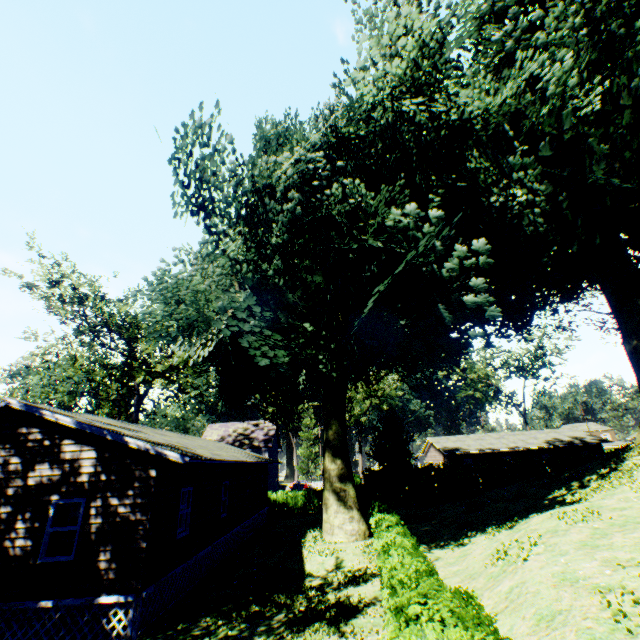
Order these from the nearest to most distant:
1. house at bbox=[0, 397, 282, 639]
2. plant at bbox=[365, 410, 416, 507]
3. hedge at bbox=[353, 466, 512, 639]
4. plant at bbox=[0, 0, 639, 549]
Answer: hedge at bbox=[353, 466, 512, 639] < house at bbox=[0, 397, 282, 639] < plant at bbox=[0, 0, 639, 549] < plant at bbox=[365, 410, 416, 507]

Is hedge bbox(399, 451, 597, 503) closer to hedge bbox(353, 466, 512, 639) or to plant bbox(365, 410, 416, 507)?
hedge bbox(353, 466, 512, 639)

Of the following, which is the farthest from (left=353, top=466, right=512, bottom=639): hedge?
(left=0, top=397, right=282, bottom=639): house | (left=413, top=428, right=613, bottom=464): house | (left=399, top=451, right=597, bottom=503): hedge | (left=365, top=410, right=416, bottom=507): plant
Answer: (left=413, top=428, right=613, bottom=464): house

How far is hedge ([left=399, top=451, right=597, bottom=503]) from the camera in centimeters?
3144cm

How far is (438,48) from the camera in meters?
10.3 m

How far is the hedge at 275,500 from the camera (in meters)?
31.02

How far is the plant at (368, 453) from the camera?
30.55m

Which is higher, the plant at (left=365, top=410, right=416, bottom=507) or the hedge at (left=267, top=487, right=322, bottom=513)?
the plant at (left=365, top=410, right=416, bottom=507)
